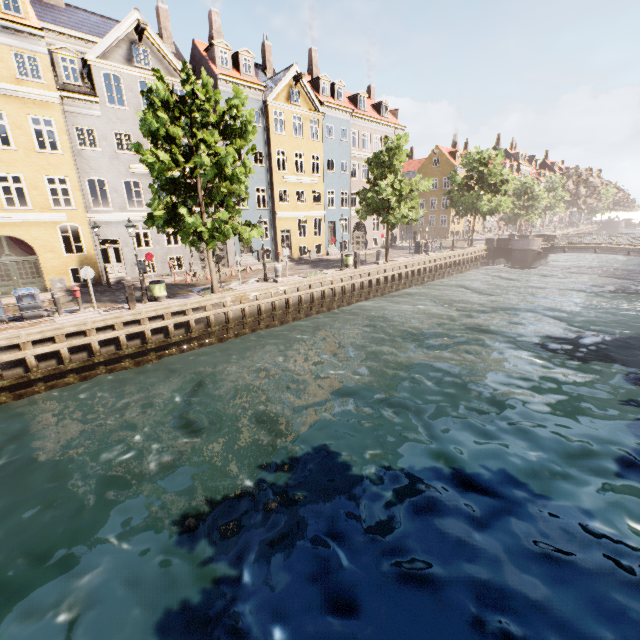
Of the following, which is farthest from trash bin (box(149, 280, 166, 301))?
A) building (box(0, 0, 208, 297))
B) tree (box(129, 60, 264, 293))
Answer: building (box(0, 0, 208, 297))

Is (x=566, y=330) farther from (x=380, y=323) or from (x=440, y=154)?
(x=440, y=154)

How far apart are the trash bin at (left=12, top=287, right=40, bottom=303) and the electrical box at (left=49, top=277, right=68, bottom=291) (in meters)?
5.95

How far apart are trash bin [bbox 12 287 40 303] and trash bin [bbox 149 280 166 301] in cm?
415

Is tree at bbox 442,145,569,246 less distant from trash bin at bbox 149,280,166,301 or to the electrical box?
trash bin at bbox 149,280,166,301

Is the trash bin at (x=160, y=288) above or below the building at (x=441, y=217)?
below

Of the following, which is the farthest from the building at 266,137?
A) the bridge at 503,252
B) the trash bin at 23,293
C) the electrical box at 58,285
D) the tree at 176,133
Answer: the bridge at 503,252

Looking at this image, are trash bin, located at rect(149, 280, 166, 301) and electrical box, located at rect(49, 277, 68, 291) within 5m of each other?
no
